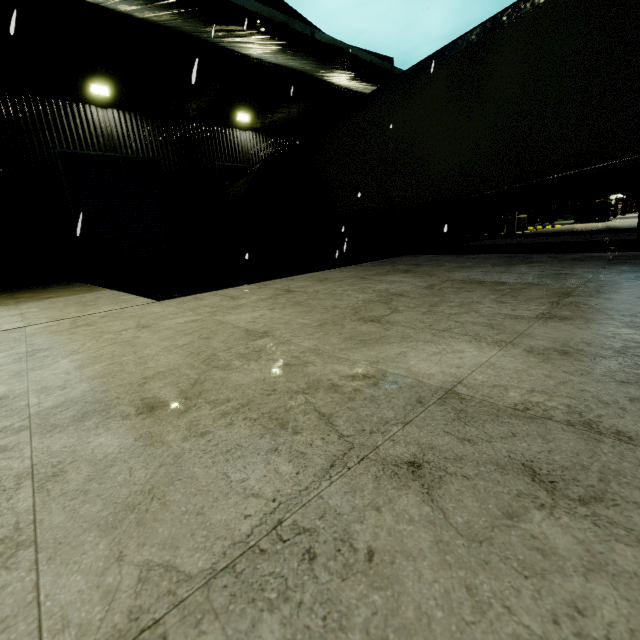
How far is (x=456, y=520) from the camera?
0.7 meters

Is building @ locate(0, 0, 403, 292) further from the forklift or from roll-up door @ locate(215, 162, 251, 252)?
the forklift

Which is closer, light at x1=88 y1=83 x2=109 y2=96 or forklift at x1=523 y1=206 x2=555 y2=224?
light at x1=88 y1=83 x2=109 y2=96

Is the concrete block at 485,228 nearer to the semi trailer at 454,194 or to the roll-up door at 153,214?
the semi trailer at 454,194

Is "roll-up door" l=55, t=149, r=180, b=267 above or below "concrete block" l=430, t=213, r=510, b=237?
above

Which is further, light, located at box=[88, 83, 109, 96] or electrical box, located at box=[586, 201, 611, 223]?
electrical box, located at box=[586, 201, 611, 223]

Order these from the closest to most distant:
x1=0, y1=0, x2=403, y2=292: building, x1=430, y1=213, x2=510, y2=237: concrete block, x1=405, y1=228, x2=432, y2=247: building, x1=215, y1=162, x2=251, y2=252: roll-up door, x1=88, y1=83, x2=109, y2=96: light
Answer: x1=0, y1=0, x2=403, y2=292: building
x1=88, y1=83, x2=109, y2=96: light
x1=215, y1=162, x2=251, y2=252: roll-up door
x1=430, y1=213, x2=510, y2=237: concrete block
x1=405, y1=228, x2=432, y2=247: building

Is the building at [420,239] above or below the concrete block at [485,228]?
below
